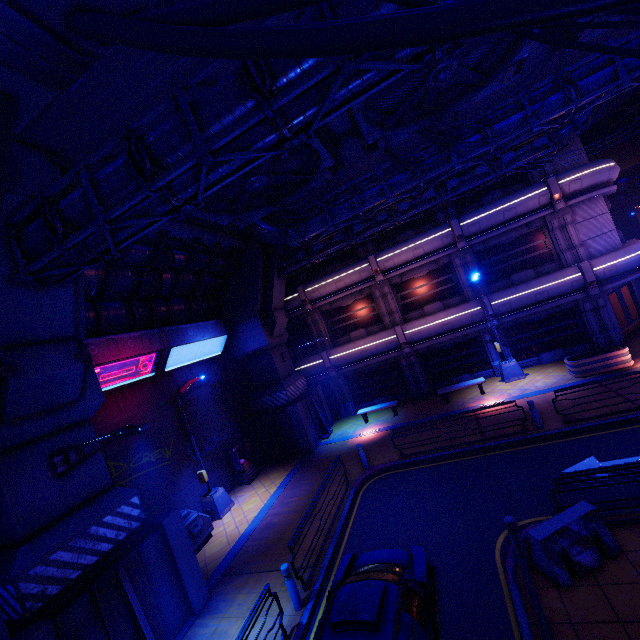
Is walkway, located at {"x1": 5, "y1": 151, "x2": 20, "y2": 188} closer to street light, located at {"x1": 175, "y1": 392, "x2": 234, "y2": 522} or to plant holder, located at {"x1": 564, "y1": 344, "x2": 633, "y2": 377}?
street light, located at {"x1": 175, "y1": 392, "x2": 234, "y2": 522}

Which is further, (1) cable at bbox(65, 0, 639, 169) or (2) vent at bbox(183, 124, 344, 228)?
(2) vent at bbox(183, 124, 344, 228)

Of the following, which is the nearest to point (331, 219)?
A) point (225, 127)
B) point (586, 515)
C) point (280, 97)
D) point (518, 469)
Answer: point (225, 127)

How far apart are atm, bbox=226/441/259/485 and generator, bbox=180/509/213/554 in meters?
3.3

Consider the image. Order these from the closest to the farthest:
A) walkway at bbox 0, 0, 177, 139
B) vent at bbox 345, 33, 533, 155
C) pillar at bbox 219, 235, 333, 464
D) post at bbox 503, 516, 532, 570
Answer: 1. walkway at bbox 0, 0, 177, 139
2. post at bbox 503, 516, 532, 570
3. vent at bbox 345, 33, 533, 155
4. pillar at bbox 219, 235, 333, 464

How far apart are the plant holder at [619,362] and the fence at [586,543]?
9.7 meters

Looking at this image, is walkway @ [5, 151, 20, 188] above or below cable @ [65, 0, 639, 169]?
above

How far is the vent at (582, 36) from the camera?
9.0 meters
